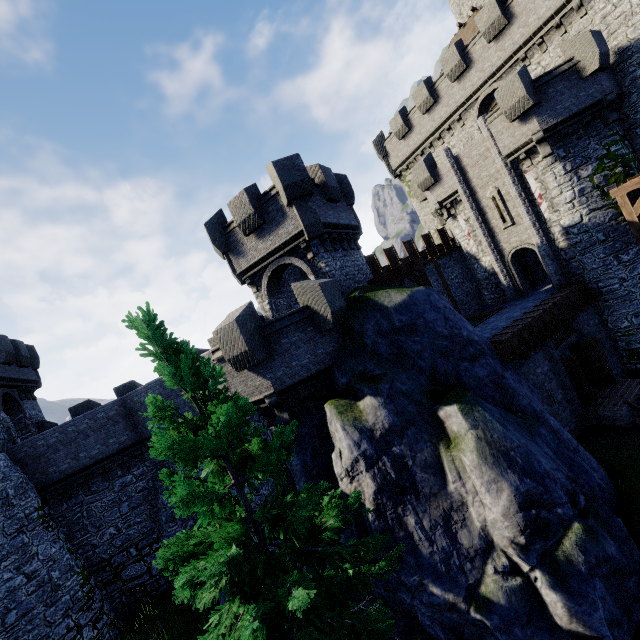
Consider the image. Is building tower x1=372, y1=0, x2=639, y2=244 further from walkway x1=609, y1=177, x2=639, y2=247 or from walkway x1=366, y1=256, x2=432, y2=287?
walkway x1=366, y1=256, x2=432, y2=287

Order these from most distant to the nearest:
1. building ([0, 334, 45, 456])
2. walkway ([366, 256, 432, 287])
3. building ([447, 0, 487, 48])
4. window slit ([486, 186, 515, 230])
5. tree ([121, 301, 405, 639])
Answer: building ([447, 0, 487, 48]) → window slit ([486, 186, 515, 230]) → building ([0, 334, 45, 456]) → walkway ([366, 256, 432, 287]) → tree ([121, 301, 405, 639])

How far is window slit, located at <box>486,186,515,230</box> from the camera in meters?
20.2

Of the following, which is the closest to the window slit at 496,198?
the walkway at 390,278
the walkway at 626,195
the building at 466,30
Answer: the walkway at 626,195

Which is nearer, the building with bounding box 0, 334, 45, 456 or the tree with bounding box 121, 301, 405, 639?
the tree with bounding box 121, 301, 405, 639

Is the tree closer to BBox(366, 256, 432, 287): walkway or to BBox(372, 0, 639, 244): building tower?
BBox(366, 256, 432, 287): walkway

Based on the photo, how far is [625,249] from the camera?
17.1m

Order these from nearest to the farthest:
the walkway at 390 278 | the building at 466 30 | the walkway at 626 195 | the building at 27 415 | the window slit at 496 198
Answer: the walkway at 626 195 → the walkway at 390 278 → the building at 27 415 → the window slit at 496 198 → the building at 466 30
